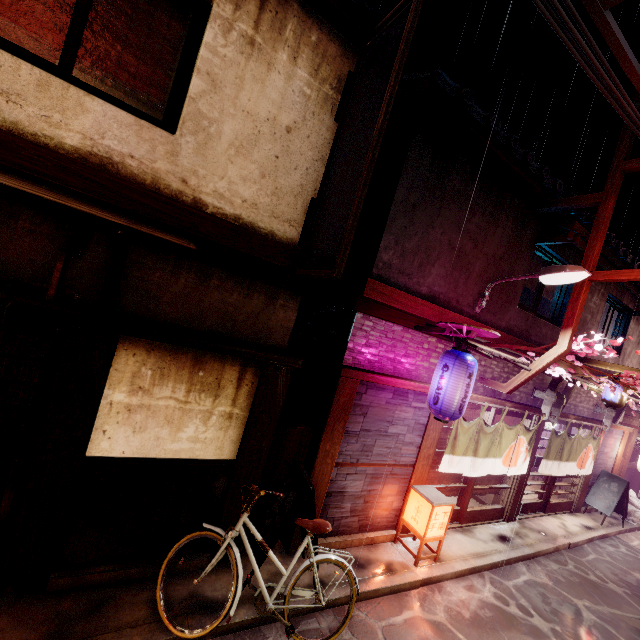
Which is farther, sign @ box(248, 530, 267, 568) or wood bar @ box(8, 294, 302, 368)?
sign @ box(248, 530, 267, 568)

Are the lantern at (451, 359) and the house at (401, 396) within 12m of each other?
yes

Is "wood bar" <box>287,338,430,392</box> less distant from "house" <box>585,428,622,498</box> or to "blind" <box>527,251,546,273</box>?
"blind" <box>527,251,546,273</box>

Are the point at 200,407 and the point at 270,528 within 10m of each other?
yes

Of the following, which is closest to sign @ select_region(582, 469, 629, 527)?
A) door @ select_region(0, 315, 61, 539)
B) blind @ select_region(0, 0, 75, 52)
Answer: door @ select_region(0, 315, 61, 539)

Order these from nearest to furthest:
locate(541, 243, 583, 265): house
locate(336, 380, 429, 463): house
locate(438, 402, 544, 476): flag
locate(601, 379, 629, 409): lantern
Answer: locate(336, 380, 429, 463): house
locate(438, 402, 544, 476): flag
locate(541, 243, 583, 265): house
locate(601, 379, 629, 409): lantern

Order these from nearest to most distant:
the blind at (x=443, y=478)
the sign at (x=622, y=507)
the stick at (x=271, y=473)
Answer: the stick at (x=271, y=473)
the blind at (x=443, y=478)
the sign at (x=622, y=507)

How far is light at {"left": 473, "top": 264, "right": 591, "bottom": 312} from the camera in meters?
9.2 m
